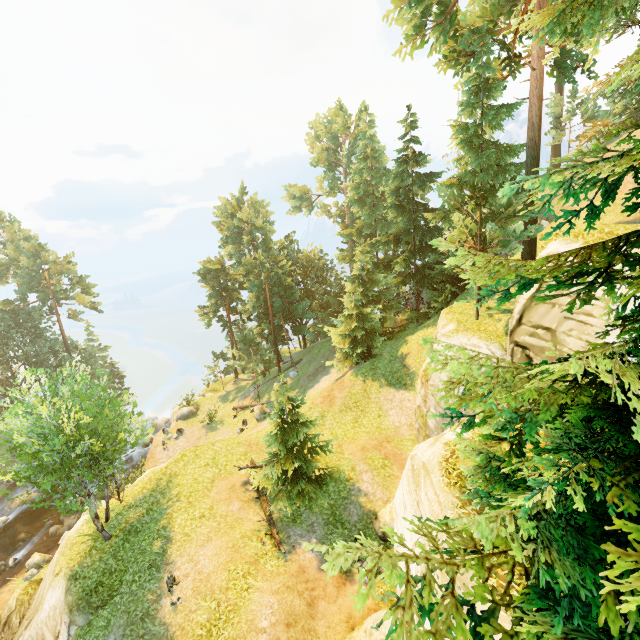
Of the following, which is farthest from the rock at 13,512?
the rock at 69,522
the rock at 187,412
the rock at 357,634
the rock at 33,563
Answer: the rock at 357,634

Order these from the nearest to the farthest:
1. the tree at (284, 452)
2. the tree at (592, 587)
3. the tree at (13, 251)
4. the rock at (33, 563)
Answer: the tree at (592, 587), the tree at (13, 251), the tree at (284, 452), the rock at (33, 563)

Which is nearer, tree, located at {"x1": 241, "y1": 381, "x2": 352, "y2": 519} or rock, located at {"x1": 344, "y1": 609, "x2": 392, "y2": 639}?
rock, located at {"x1": 344, "y1": 609, "x2": 392, "y2": 639}

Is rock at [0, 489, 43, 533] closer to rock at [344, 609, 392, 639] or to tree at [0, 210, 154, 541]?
tree at [0, 210, 154, 541]

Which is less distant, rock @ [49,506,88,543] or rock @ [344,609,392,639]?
rock @ [344,609,392,639]

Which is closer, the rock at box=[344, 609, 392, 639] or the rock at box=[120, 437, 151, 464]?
the rock at box=[344, 609, 392, 639]

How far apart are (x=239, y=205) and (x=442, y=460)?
38.62m

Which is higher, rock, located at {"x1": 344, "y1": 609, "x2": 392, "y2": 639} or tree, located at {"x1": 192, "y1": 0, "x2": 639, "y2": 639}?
tree, located at {"x1": 192, "y1": 0, "x2": 639, "y2": 639}
